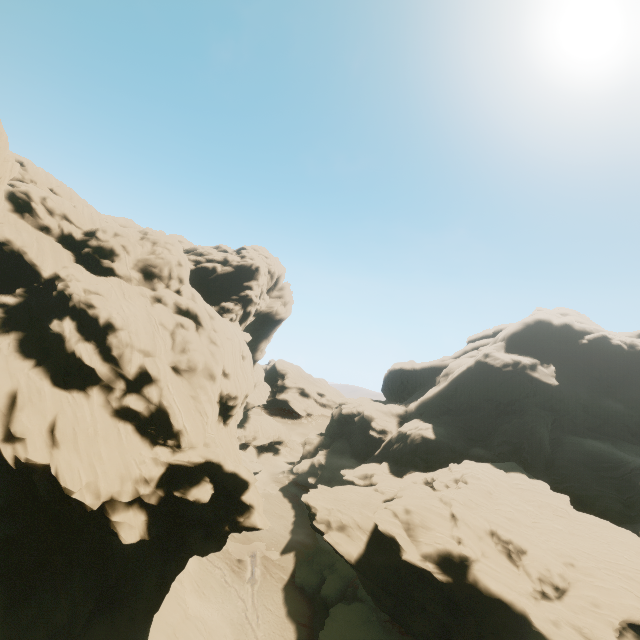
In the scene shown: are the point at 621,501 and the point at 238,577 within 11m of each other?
no

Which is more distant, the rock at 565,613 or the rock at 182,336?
the rock at 565,613

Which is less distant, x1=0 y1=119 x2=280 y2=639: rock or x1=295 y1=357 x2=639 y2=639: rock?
x1=0 y1=119 x2=280 y2=639: rock
